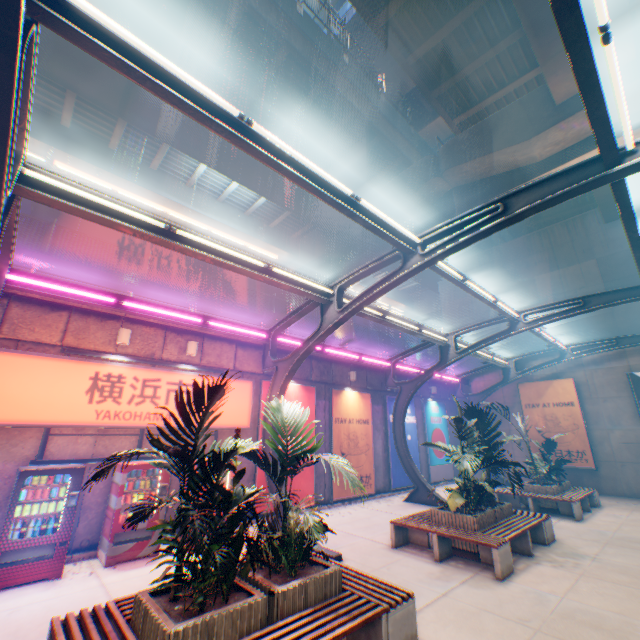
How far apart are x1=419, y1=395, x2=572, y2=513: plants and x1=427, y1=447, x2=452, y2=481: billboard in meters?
8.5 m

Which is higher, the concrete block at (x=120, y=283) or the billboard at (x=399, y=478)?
the concrete block at (x=120, y=283)

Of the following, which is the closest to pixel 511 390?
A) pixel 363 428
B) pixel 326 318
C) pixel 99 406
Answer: pixel 363 428

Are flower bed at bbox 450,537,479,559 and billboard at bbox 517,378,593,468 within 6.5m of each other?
no

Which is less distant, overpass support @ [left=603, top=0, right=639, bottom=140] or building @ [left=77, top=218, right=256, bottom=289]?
overpass support @ [left=603, top=0, right=639, bottom=140]

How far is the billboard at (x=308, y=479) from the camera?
11.6 meters

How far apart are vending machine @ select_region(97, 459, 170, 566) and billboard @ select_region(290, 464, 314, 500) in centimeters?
307cm

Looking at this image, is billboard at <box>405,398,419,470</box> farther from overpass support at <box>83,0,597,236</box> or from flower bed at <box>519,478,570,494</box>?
overpass support at <box>83,0,597,236</box>
